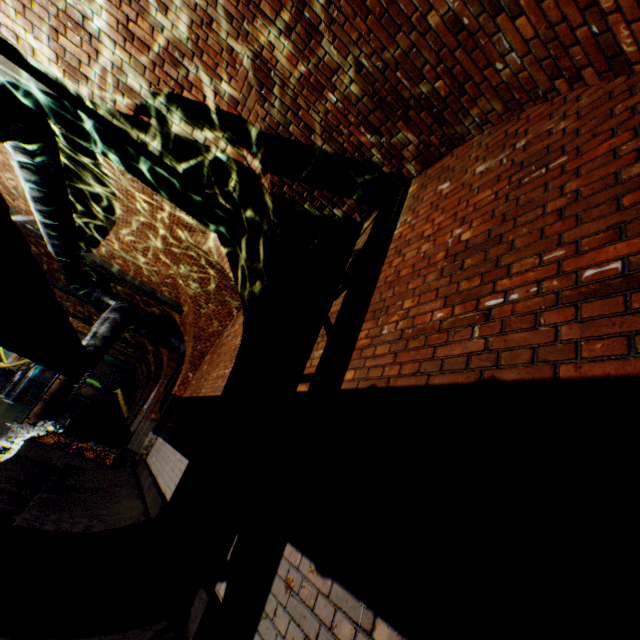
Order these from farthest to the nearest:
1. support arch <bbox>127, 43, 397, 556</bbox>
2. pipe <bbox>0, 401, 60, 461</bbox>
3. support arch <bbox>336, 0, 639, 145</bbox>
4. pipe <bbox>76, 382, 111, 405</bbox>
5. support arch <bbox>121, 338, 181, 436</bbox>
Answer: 1. pipe <bbox>76, 382, 111, 405</bbox>
2. pipe <bbox>0, 401, 60, 461</bbox>
3. support arch <bbox>121, 338, 181, 436</bbox>
4. support arch <bbox>127, 43, 397, 556</bbox>
5. support arch <bbox>336, 0, 639, 145</bbox>

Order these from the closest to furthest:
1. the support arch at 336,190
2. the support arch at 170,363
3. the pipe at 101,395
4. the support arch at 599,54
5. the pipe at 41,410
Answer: the support arch at 599,54 → the support arch at 336,190 → the support arch at 170,363 → the pipe at 41,410 → the pipe at 101,395

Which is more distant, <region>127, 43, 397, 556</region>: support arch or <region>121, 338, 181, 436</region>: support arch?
<region>121, 338, 181, 436</region>: support arch

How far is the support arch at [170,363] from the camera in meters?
12.5

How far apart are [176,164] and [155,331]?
7.7 meters

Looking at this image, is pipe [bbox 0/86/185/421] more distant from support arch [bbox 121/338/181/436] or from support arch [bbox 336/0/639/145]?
support arch [bbox 121/338/181/436]

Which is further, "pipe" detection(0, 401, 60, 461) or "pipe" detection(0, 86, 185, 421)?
"pipe" detection(0, 401, 60, 461)

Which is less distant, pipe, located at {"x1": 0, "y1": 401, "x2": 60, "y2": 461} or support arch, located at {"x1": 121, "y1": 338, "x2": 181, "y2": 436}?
support arch, located at {"x1": 121, "y1": 338, "x2": 181, "y2": 436}
